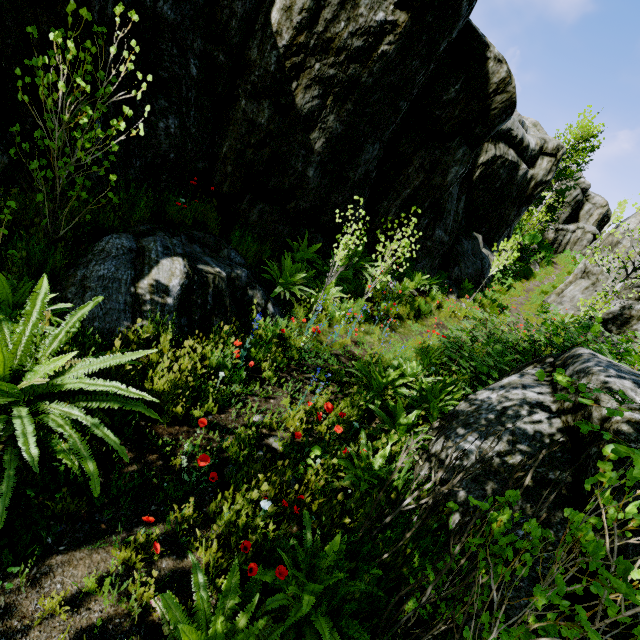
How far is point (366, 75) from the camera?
5.8 meters

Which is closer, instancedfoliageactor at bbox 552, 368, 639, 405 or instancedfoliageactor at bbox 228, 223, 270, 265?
instancedfoliageactor at bbox 552, 368, 639, 405

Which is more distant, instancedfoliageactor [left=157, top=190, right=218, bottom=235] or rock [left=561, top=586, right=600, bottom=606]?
instancedfoliageactor [left=157, top=190, right=218, bottom=235]

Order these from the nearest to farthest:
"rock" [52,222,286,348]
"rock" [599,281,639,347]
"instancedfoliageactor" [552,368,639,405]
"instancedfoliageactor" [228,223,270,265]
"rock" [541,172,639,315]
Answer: "instancedfoliageactor" [552,368,639,405] → "rock" [52,222,286,348] → "instancedfoliageactor" [228,223,270,265] → "rock" [599,281,639,347] → "rock" [541,172,639,315]

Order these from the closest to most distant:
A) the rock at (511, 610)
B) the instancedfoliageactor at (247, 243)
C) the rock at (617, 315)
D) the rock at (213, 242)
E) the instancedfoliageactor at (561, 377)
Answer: the instancedfoliageactor at (561, 377), the rock at (511, 610), the rock at (213, 242), the instancedfoliageactor at (247, 243), the rock at (617, 315)

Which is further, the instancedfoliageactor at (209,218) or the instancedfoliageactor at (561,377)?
the instancedfoliageactor at (209,218)

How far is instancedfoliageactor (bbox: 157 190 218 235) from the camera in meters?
5.4 m
